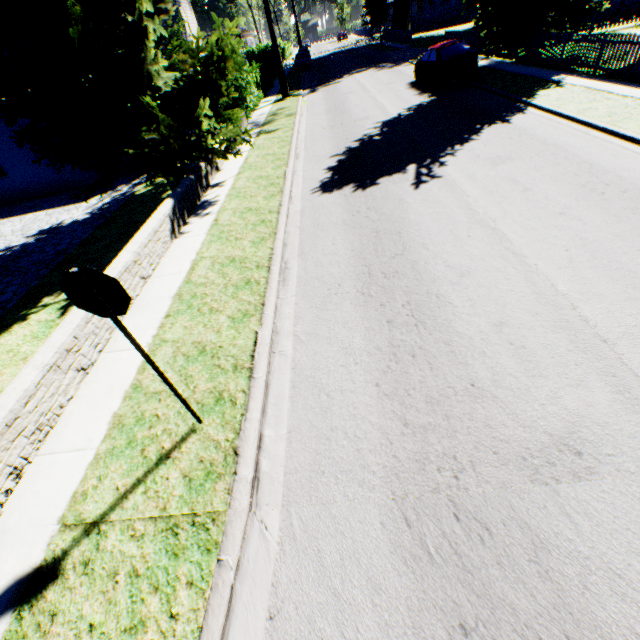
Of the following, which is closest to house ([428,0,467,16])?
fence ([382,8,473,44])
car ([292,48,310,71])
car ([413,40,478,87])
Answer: fence ([382,8,473,44])

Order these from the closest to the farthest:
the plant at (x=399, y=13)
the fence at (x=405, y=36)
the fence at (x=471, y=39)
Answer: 1. the fence at (x=471, y=39)
2. the fence at (x=405, y=36)
3. the plant at (x=399, y=13)

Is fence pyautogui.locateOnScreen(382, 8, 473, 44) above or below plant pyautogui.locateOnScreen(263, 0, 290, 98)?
below

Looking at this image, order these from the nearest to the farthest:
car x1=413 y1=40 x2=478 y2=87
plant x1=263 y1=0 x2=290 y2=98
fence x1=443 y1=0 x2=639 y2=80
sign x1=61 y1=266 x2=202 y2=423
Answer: sign x1=61 y1=266 x2=202 y2=423
fence x1=443 y1=0 x2=639 y2=80
car x1=413 y1=40 x2=478 y2=87
plant x1=263 y1=0 x2=290 y2=98

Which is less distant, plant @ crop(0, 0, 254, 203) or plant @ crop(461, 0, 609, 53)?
plant @ crop(0, 0, 254, 203)

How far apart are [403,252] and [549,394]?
3.53m

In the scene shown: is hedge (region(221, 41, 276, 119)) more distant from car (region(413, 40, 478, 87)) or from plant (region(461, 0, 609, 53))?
car (region(413, 40, 478, 87))

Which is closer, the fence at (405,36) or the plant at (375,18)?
the plant at (375,18)
